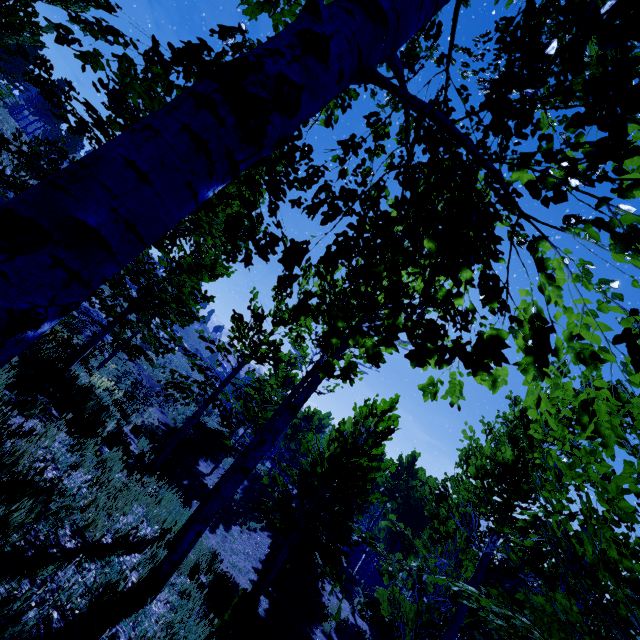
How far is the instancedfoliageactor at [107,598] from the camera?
2.91m

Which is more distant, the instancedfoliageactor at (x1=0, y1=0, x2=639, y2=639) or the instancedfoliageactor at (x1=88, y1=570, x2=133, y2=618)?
the instancedfoliageactor at (x1=88, y1=570, x2=133, y2=618)

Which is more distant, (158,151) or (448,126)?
(448,126)

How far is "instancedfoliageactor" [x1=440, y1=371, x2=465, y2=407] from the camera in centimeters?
215cm

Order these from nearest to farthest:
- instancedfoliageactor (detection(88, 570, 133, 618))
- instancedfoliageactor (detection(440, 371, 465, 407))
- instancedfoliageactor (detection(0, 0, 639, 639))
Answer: instancedfoliageactor (detection(0, 0, 639, 639)) → instancedfoliageactor (detection(440, 371, 465, 407)) → instancedfoliageactor (detection(88, 570, 133, 618))

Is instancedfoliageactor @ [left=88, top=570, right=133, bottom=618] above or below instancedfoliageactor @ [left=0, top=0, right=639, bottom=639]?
below

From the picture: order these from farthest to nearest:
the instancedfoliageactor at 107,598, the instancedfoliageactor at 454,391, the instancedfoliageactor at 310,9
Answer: the instancedfoliageactor at 107,598
the instancedfoliageactor at 454,391
the instancedfoliageactor at 310,9
